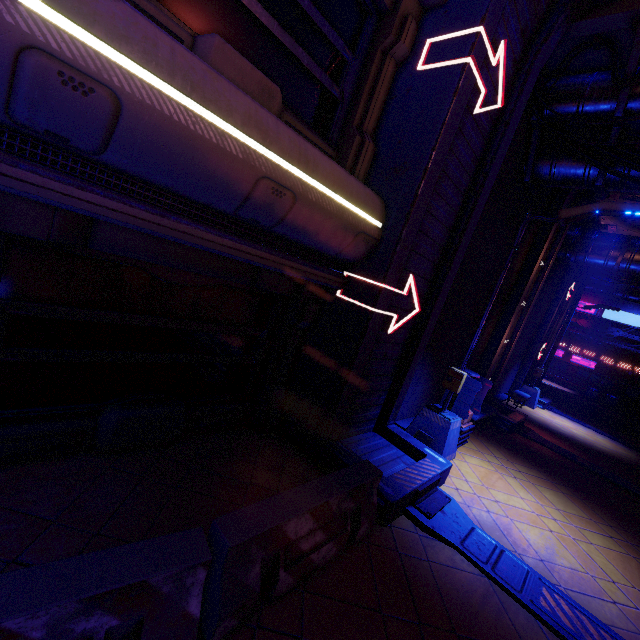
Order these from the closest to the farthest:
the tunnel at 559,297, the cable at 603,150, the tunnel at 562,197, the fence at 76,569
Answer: the fence at 76,569
the cable at 603,150
the tunnel at 562,197
the tunnel at 559,297

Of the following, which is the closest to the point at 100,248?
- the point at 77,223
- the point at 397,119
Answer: the point at 77,223

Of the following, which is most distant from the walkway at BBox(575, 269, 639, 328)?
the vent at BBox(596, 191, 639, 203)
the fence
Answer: the fence

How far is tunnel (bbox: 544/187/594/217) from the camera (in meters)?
10.93

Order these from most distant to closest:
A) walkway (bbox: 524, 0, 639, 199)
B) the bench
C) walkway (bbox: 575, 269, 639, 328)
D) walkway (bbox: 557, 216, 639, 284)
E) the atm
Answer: walkway (bbox: 575, 269, 639, 328), walkway (bbox: 557, 216, 639, 284), the bench, the atm, walkway (bbox: 524, 0, 639, 199)

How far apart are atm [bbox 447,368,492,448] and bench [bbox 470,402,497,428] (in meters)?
0.35

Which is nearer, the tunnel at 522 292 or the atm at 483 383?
the atm at 483 383

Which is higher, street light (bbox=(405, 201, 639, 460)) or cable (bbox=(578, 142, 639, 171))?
cable (bbox=(578, 142, 639, 171))
